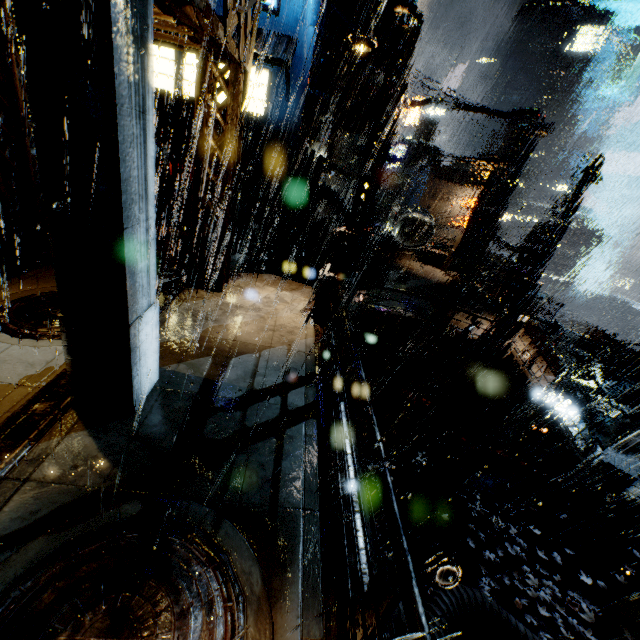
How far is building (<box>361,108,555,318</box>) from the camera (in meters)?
16.97

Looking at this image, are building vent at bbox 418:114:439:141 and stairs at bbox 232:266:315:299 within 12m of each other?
no

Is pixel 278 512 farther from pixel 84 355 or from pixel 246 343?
pixel 246 343

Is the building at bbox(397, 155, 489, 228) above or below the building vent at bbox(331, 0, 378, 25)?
below

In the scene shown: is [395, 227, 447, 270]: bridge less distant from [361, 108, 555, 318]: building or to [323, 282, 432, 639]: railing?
[361, 108, 555, 318]: building

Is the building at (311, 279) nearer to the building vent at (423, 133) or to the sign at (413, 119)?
the sign at (413, 119)

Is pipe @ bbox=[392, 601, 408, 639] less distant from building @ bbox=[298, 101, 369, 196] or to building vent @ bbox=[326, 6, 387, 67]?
building @ bbox=[298, 101, 369, 196]

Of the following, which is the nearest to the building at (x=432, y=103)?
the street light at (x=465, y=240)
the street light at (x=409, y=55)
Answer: the street light at (x=465, y=240)
